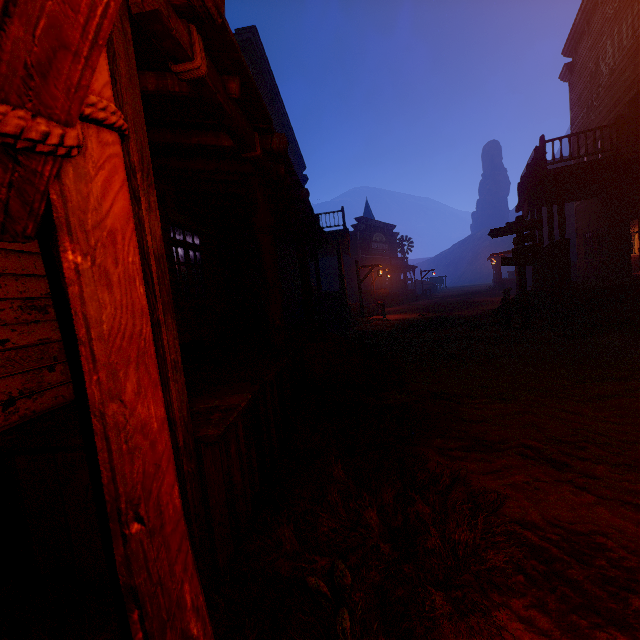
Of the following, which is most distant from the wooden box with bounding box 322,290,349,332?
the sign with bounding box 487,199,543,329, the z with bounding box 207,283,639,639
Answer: the sign with bounding box 487,199,543,329

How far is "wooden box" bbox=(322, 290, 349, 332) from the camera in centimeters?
1423cm

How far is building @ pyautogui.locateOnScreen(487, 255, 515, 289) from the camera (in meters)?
31.12

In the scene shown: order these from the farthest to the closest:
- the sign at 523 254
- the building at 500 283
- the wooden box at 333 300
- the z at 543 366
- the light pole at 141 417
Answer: the building at 500 283 → the wooden box at 333 300 → the sign at 523 254 → the z at 543 366 → the light pole at 141 417

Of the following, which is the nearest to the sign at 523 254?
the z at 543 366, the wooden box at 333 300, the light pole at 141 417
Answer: the z at 543 366

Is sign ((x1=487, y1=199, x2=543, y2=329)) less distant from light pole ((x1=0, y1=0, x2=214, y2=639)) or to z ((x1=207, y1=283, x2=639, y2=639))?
z ((x1=207, y1=283, x2=639, y2=639))

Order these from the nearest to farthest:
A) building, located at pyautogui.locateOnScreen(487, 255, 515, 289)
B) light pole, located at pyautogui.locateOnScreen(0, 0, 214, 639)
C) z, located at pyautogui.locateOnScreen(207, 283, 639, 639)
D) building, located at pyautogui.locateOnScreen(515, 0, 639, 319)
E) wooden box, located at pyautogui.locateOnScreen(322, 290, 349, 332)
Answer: light pole, located at pyautogui.locateOnScreen(0, 0, 214, 639) < z, located at pyautogui.locateOnScreen(207, 283, 639, 639) < building, located at pyautogui.locateOnScreen(515, 0, 639, 319) < wooden box, located at pyautogui.locateOnScreen(322, 290, 349, 332) < building, located at pyautogui.locateOnScreen(487, 255, 515, 289)

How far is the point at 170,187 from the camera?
5.57m
